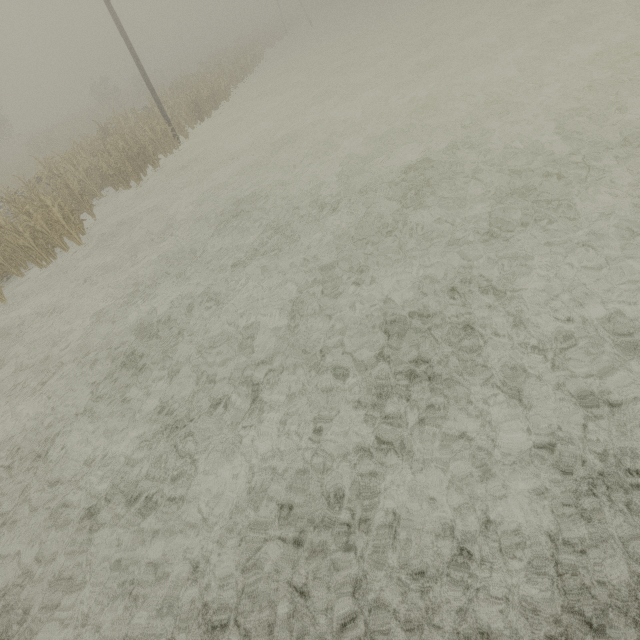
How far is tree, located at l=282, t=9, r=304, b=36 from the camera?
49.0 meters

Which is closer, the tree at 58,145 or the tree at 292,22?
the tree at 58,145

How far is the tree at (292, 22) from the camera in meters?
49.0

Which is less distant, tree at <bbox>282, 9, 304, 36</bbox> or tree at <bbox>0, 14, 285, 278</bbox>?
tree at <bbox>0, 14, 285, 278</bbox>

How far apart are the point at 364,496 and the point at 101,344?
6.31m
